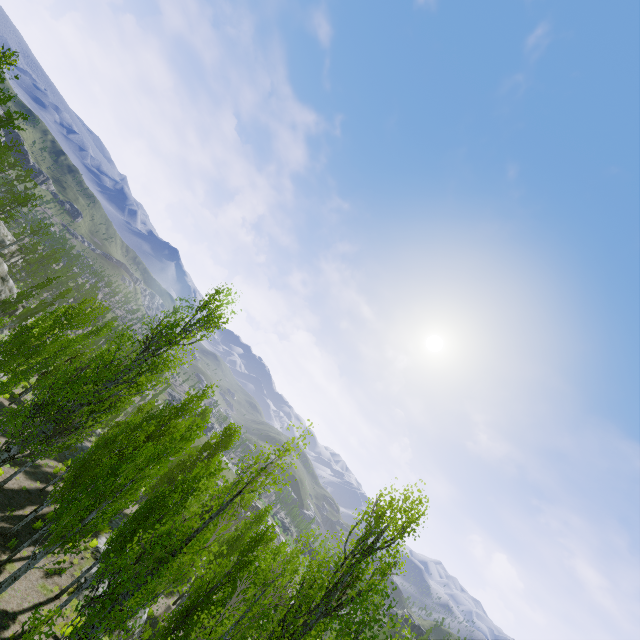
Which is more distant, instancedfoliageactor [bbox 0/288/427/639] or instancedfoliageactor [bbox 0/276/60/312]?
instancedfoliageactor [bbox 0/276/60/312]

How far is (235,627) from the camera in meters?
25.9

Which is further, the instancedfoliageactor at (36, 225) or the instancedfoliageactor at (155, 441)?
the instancedfoliageactor at (36, 225)

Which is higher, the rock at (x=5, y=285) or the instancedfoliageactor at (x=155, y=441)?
the instancedfoliageactor at (x=155, y=441)

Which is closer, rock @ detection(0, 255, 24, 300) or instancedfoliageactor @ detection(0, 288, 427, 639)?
instancedfoliageactor @ detection(0, 288, 427, 639)

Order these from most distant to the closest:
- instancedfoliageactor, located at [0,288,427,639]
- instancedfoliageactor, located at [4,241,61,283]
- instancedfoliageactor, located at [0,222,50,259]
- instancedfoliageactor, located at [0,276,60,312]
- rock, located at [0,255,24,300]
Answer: instancedfoliageactor, located at [4,241,61,283] < instancedfoliageactor, located at [0,222,50,259] < rock, located at [0,255,24,300] < instancedfoliageactor, located at [0,276,60,312] < instancedfoliageactor, located at [0,288,427,639]
